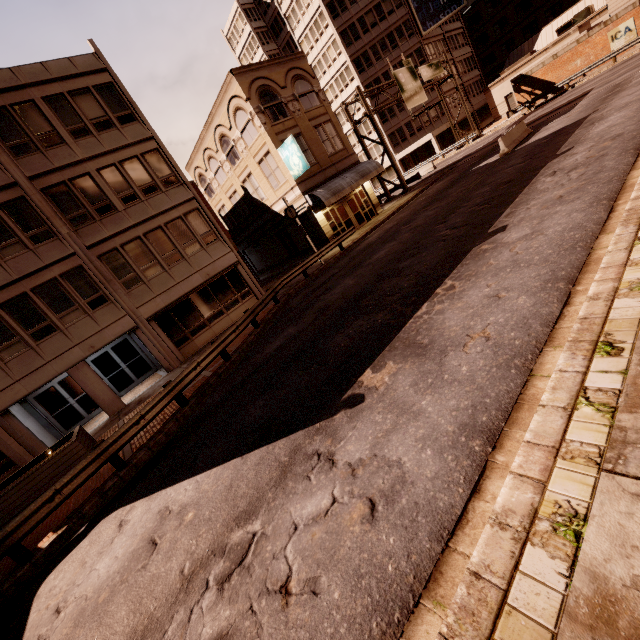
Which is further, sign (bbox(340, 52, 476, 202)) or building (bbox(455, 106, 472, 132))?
building (bbox(455, 106, 472, 132))

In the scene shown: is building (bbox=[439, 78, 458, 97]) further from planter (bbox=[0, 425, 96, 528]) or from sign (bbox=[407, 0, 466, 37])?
planter (bbox=[0, 425, 96, 528])

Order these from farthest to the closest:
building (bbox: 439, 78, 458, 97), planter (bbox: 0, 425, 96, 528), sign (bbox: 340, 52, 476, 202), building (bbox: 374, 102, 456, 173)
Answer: building (bbox: 374, 102, 456, 173) → building (bbox: 439, 78, 458, 97) → sign (bbox: 340, 52, 476, 202) → planter (bbox: 0, 425, 96, 528)

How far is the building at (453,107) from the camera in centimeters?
4784cm

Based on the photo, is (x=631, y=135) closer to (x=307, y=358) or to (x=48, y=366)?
(x=307, y=358)

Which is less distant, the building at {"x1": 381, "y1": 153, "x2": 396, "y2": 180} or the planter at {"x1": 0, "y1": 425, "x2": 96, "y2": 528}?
the planter at {"x1": 0, "y1": 425, "x2": 96, "y2": 528}

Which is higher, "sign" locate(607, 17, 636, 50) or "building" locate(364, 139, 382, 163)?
"building" locate(364, 139, 382, 163)
